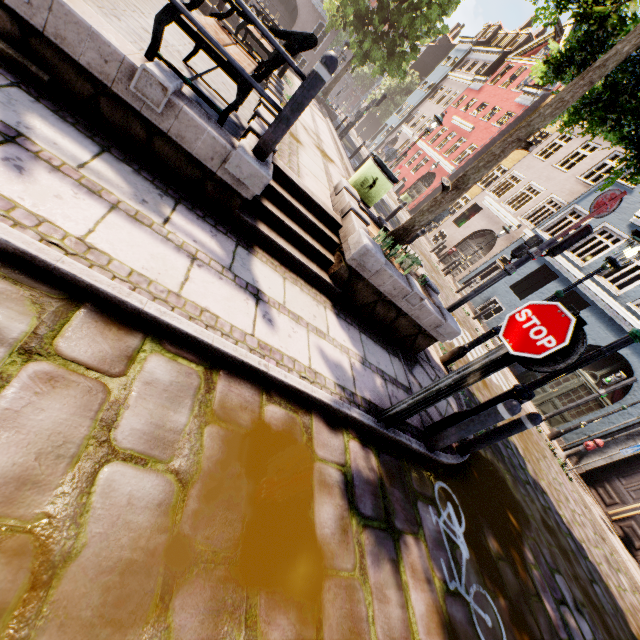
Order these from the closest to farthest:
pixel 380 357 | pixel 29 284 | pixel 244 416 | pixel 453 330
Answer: pixel 29 284, pixel 244 416, pixel 380 357, pixel 453 330

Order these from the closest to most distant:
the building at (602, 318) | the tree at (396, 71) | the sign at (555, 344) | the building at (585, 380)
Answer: the sign at (555, 344)
the building at (585, 380)
the building at (602, 318)
the tree at (396, 71)

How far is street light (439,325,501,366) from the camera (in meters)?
6.04

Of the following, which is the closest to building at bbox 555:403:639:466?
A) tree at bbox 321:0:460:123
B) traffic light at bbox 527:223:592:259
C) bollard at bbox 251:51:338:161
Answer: tree at bbox 321:0:460:123

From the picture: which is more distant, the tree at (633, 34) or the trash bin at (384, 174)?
the trash bin at (384, 174)

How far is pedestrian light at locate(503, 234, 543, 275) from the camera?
6.4 meters

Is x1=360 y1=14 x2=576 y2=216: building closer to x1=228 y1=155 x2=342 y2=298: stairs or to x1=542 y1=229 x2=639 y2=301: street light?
x1=542 y1=229 x2=639 y2=301: street light

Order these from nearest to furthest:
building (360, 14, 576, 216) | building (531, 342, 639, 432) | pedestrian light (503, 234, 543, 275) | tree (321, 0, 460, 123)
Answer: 1. pedestrian light (503, 234, 543, 275)
2. building (531, 342, 639, 432)
3. tree (321, 0, 460, 123)
4. building (360, 14, 576, 216)
